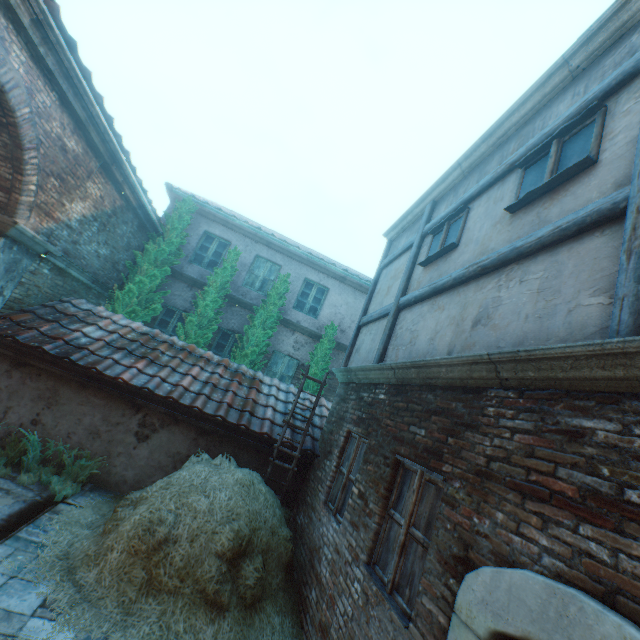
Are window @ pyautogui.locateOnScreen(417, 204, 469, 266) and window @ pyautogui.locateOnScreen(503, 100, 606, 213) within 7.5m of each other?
yes

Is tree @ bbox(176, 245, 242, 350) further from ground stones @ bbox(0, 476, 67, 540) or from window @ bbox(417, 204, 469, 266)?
window @ bbox(417, 204, 469, 266)

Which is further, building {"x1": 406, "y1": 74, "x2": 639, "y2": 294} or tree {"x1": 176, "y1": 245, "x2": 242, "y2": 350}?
tree {"x1": 176, "y1": 245, "x2": 242, "y2": 350}

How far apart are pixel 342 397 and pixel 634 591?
5.6 meters

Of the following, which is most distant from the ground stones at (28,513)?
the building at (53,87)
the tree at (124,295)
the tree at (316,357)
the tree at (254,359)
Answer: the tree at (316,357)

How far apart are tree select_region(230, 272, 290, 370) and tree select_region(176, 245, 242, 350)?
0.7 meters

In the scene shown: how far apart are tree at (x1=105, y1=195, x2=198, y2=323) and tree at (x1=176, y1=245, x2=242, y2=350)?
0.7 meters

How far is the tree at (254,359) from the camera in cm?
1020
